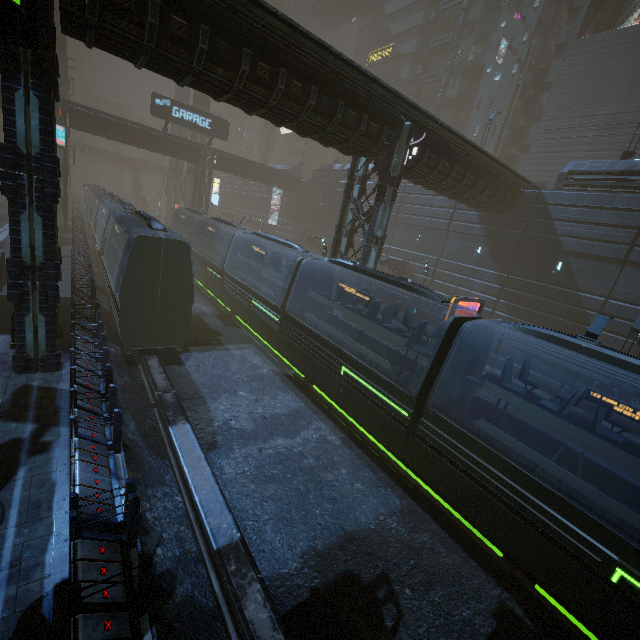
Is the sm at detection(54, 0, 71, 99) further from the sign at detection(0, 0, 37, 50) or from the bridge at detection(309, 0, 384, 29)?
the bridge at detection(309, 0, 384, 29)

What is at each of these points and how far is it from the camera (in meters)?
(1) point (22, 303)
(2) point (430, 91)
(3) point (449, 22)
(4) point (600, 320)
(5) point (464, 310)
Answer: (1) building, 9.55
(2) building, 43.28
(3) building, 40.88
(4) street light, 10.52
(5) building, 26.42

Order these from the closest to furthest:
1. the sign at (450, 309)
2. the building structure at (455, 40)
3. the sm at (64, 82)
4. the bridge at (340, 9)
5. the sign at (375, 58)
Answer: the sign at (450, 309), the sm at (64, 82), the building structure at (455, 40), the sign at (375, 58), the bridge at (340, 9)

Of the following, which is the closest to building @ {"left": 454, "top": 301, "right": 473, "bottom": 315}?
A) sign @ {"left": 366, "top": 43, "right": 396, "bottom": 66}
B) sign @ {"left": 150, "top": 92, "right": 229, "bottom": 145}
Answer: sign @ {"left": 366, "top": 43, "right": 396, "bottom": 66}

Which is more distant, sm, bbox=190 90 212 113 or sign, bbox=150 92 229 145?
sm, bbox=190 90 212 113

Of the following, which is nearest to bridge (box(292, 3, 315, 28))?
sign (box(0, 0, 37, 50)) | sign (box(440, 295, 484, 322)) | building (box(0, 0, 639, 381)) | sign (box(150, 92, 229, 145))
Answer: building (box(0, 0, 639, 381))

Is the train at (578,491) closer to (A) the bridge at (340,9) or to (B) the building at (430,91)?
(B) the building at (430,91)

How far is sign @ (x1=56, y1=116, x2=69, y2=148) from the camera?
23.7m
